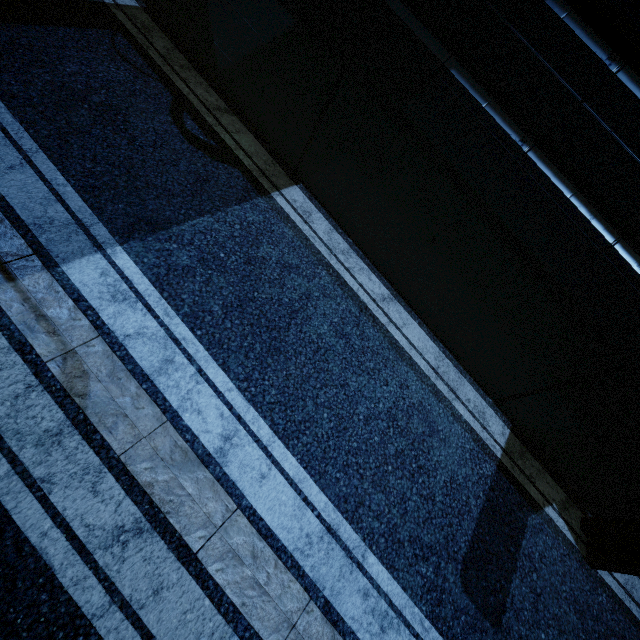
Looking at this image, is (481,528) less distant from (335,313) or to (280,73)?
(335,313)
